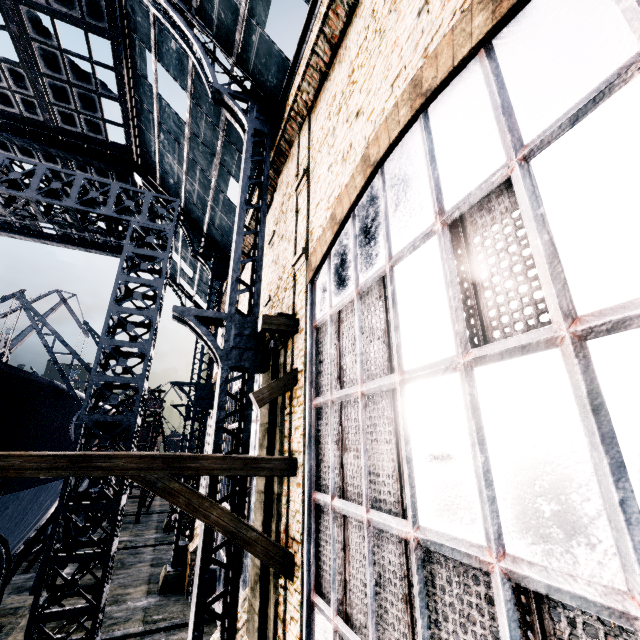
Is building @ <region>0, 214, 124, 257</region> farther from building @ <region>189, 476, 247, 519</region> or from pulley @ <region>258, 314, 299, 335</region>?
pulley @ <region>258, 314, 299, 335</region>

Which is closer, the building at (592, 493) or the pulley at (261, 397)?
the building at (592, 493)

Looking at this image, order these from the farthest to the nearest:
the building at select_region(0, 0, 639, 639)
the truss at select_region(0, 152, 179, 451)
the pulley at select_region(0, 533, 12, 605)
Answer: the truss at select_region(0, 152, 179, 451)
the pulley at select_region(0, 533, 12, 605)
the building at select_region(0, 0, 639, 639)

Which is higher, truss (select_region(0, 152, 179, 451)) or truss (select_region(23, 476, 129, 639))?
truss (select_region(0, 152, 179, 451))

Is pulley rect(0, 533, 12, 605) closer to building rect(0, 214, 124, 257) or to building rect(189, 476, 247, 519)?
building rect(189, 476, 247, 519)

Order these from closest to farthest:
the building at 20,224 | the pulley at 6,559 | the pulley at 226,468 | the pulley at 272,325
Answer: the pulley at 6,559
the pulley at 226,468
the pulley at 272,325
the building at 20,224

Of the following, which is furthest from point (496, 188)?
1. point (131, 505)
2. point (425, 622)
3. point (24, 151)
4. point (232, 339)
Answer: point (131, 505)

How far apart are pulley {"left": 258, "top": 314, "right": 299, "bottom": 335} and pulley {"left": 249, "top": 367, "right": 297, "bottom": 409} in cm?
90
